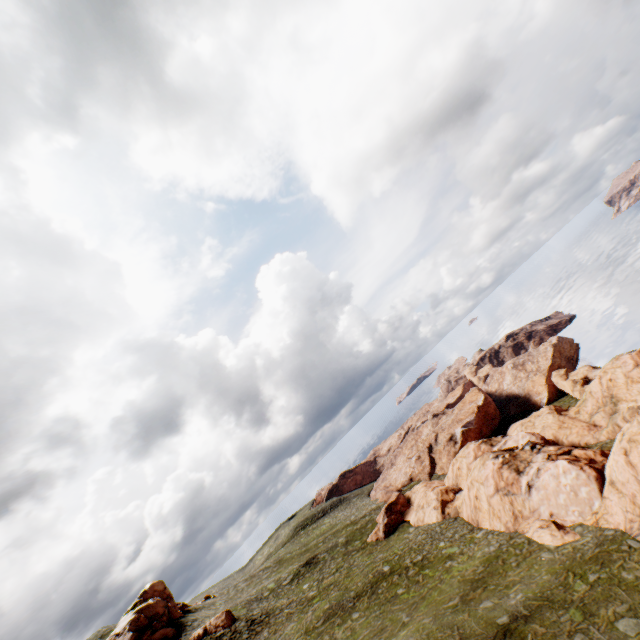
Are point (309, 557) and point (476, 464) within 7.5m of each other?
no

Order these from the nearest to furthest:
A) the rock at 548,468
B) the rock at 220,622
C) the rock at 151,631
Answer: the rock at 548,468, the rock at 220,622, the rock at 151,631

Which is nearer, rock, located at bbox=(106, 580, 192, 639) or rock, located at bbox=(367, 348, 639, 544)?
rock, located at bbox=(367, 348, 639, 544)

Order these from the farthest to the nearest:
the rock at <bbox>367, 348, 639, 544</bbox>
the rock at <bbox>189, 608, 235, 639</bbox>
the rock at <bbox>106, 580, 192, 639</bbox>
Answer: the rock at <bbox>106, 580, 192, 639</bbox>, the rock at <bbox>189, 608, 235, 639</bbox>, the rock at <bbox>367, 348, 639, 544</bbox>

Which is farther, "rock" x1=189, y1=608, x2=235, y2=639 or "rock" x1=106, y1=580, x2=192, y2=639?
"rock" x1=106, y1=580, x2=192, y2=639

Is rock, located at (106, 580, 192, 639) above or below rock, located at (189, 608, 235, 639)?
above

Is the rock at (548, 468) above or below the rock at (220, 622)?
below
